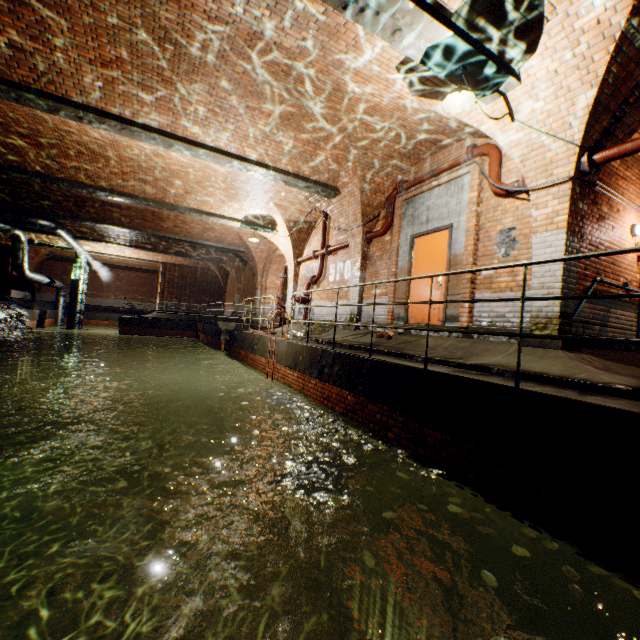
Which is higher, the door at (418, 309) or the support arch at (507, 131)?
the support arch at (507, 131)

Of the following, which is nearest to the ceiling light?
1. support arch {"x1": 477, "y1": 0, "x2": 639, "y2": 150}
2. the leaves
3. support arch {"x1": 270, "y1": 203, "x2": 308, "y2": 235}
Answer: support arch {"x1": 477, "y1": 0, "x2": 639, "y2": 150}

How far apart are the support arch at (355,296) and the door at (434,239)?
1.8 meters

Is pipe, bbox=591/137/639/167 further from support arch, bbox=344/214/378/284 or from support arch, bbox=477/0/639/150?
support arch, bbox=344/214/378/284

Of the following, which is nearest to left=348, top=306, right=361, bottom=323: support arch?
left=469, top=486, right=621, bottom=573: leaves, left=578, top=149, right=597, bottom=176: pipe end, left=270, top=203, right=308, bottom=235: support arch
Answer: left=270, top=203, right=308, bottom=235: support arch

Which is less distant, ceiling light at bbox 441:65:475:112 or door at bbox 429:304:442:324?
ceiling light at bbox 441:65:475:112

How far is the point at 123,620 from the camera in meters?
6.0

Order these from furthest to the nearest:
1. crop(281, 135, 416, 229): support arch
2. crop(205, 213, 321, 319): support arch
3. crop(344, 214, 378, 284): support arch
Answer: crop(205, 213, 321, 319): support arch → crop(344, 214, 378, 284): support arch → crop(281, 135, 416, 229): support arch
